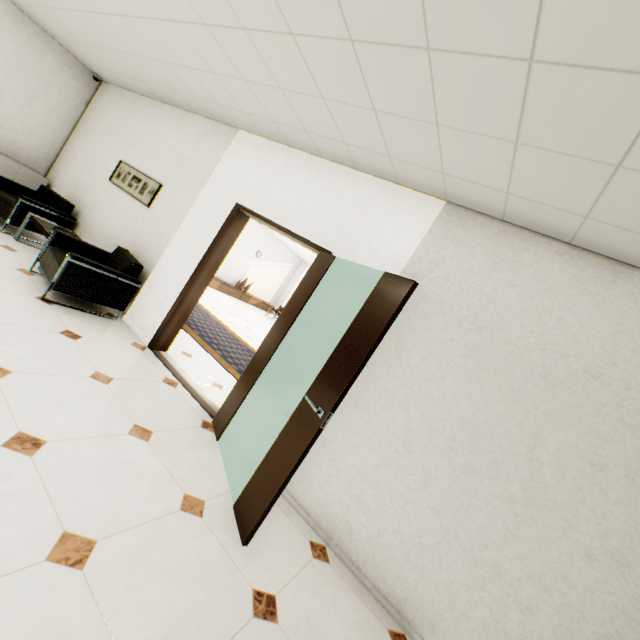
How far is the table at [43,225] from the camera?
4.42m

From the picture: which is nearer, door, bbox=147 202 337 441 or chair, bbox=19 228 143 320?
door, bbox=147 202 337 441

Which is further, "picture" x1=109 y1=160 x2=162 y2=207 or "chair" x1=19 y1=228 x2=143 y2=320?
"picture" x1=109 y1=160 x2=162 y2=207

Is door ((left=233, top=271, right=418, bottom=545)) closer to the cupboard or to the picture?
the picture

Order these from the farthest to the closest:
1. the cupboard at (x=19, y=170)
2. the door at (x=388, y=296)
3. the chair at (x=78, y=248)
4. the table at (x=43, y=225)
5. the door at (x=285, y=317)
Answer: the cupboard at (x=19, y=170) → the table at (x=43, y=225) → the chair at (x=78, y=248) → the door at (x=285, y=317) → the door at (x=388, y=296)

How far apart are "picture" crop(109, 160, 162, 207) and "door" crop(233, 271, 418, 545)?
3.97m

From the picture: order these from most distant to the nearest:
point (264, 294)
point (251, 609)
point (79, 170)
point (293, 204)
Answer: point (264, 294) → point (79, 170) → point (293, 204) → point (251, 609)

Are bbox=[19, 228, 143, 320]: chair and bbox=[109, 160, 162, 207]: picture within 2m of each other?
yes
